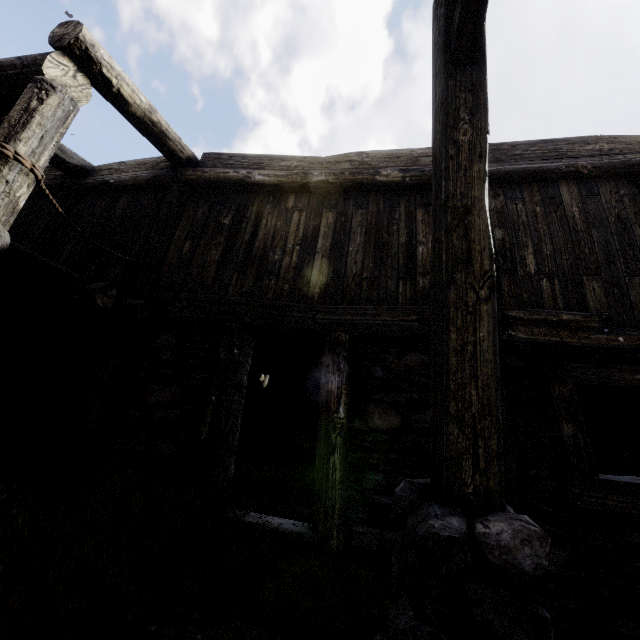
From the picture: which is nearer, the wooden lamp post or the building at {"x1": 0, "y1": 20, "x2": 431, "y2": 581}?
the wooden lamp post

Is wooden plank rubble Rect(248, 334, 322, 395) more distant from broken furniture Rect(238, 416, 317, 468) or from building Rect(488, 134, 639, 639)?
broken furniture Rect(238, 416, 317, 468)

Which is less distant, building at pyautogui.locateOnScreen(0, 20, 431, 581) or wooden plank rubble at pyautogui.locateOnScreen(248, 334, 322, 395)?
building at pyautogui.locateOnScreen(0, 20, 431, 581)

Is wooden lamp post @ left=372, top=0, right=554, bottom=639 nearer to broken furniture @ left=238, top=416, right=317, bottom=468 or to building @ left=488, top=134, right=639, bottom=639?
building @ left=488, top=134, right=639, bottom=639

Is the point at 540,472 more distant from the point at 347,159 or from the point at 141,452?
the point at 347,159

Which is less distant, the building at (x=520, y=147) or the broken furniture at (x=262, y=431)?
the building at (x=520, y=147)

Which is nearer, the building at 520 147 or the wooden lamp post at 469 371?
the wooden lamp post at 469 371

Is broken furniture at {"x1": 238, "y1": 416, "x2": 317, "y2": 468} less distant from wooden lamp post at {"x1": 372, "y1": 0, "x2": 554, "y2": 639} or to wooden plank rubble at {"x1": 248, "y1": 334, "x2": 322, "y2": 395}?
wooden plank rubble at {"x1": 248, "y1": 334, "x2": 322, "y2": 395}
